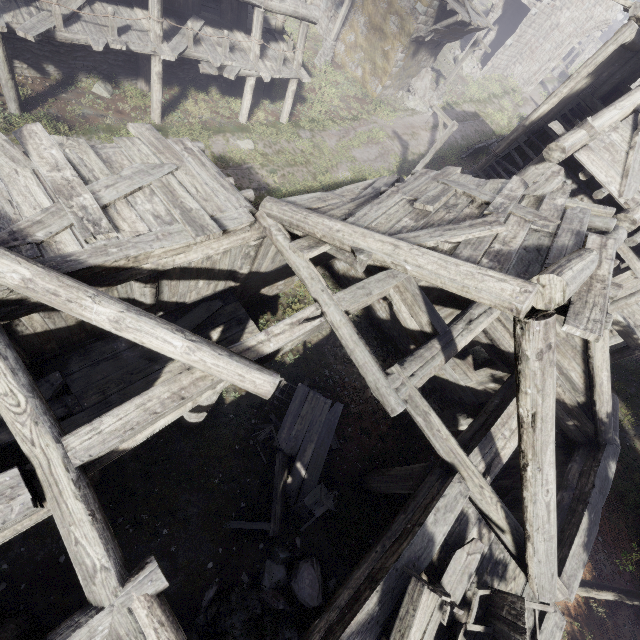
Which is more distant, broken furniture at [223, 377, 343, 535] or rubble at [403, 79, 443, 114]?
rubble at [403, 79, 443, 114]

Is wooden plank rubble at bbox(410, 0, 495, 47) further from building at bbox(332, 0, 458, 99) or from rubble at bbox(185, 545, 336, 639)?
rubble at bbox(185, 545, 336, 639)

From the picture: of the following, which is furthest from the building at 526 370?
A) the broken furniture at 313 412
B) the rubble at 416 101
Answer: the broken furniture at 313 412

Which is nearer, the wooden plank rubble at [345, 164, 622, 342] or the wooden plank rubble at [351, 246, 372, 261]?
the wooden plank rubble at [345, 164, 622, 342]

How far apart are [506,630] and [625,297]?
9.6 meters

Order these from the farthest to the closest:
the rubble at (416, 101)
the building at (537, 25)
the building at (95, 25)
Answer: the building at (537, 25), the rubble at (416, 101), the building at (95, 25)

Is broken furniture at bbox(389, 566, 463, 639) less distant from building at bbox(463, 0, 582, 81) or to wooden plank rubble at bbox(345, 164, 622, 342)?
building at bbox(463, 0, 582, 81)

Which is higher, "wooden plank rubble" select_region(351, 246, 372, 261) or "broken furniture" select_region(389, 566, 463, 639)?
"wooden plank rubble" select_region(351, 246, 372, 261)
